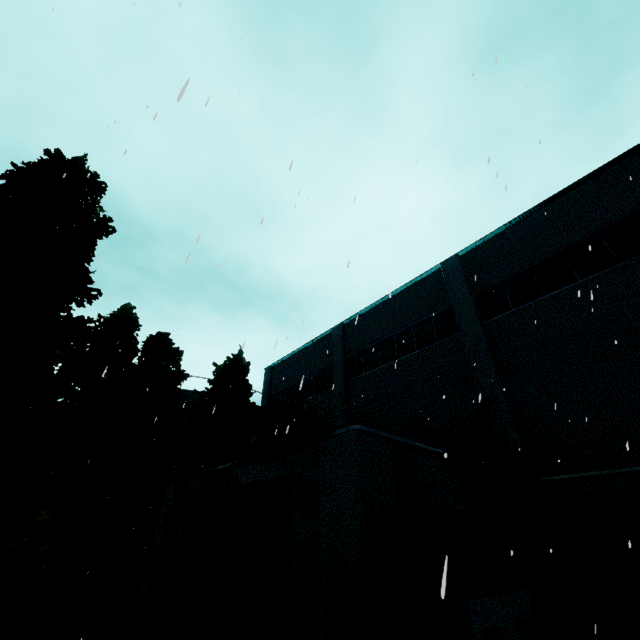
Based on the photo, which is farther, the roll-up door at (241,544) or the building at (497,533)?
the roll-up door at (241,544)

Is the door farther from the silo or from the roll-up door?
the silo

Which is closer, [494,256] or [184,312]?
[494,256]

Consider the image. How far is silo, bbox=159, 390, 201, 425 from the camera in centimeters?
2103cm

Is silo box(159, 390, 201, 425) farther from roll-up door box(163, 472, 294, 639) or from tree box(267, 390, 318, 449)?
tree box(267, 390, 318, 449)

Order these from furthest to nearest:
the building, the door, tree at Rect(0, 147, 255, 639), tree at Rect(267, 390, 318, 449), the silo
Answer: the silo < tree at Rect(267, 390, 318, 449) < tree at Rect(0, 147, 255, 639) < the door < the building

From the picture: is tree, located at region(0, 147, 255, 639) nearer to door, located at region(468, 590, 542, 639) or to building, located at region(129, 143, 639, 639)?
building, located at region(129, 143, 639, 639)

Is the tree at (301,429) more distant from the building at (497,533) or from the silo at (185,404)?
the silo at (185,404)
